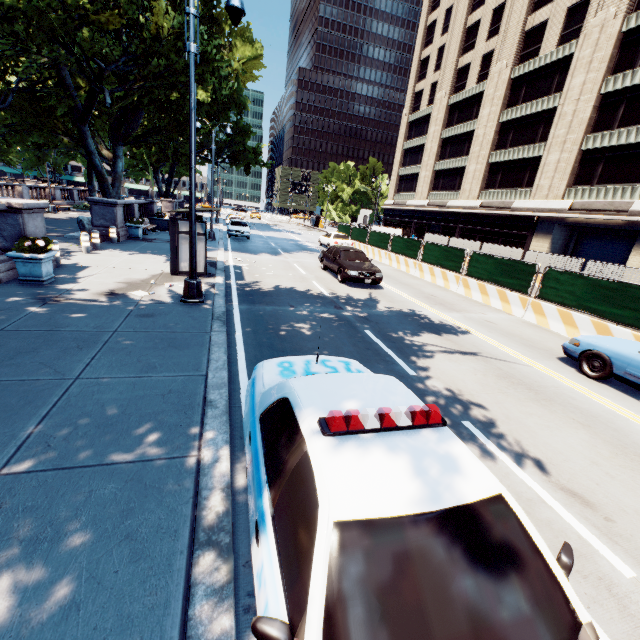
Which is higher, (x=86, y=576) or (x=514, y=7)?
(x=514, y=7)

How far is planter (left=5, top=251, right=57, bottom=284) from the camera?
8.5m

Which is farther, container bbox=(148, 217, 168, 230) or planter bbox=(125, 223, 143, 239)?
container bbox=(148, 217, 168, 230)

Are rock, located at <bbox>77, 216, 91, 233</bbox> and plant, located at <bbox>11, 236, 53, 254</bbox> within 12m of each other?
yes

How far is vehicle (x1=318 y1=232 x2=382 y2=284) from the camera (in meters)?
14.17

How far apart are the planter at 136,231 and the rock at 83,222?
1.3m

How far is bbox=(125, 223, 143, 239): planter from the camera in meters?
18.5

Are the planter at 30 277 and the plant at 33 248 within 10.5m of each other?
yes
